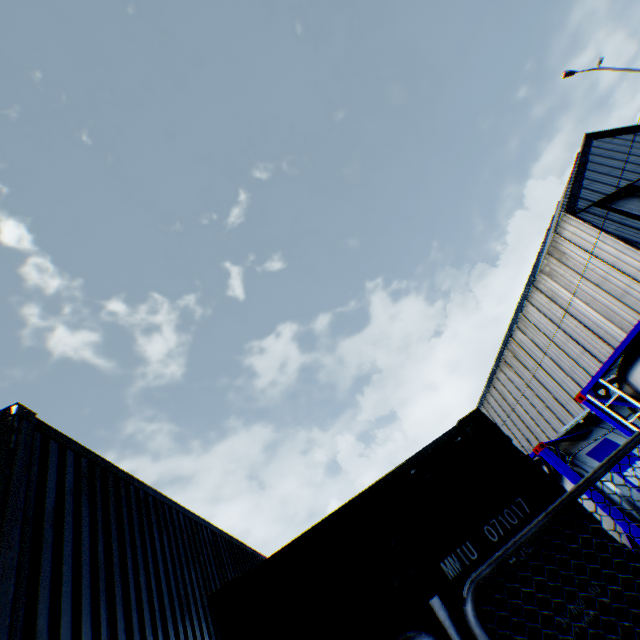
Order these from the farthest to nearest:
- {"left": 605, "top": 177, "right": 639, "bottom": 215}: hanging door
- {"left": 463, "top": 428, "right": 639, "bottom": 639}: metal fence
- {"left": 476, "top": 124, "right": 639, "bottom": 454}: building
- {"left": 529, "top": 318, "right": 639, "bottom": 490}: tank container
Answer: {"left": 605, "top": 177, "right": 639, "bottom": 215}: hanging door < {"left": 476, "top": 124, "right": 639, "bottom": 454}: building < {"left": 529, "top": 318, "right": 639, "bottom": 490}: tank container < {"left": 463, "top": 428, "right": 639, "bottom": 639}: metal fence

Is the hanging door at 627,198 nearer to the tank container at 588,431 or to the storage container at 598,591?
the tank container at 588,431

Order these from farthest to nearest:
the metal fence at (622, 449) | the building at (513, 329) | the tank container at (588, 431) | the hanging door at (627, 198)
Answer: the hanging door at (627, 198)
the building at (513, 329)
the tank container at (588, 431)
the metal fence at (622, 449)

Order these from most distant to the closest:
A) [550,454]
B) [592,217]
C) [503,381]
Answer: [503,381] → [592,217] → [550,454]

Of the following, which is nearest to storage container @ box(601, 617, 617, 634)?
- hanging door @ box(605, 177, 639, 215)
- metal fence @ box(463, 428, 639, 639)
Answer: metal fence @ box(463, 428, 639, 639)

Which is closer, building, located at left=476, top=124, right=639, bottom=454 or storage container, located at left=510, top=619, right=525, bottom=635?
storage container, located at left=510, top=619, right=525, bottom=635

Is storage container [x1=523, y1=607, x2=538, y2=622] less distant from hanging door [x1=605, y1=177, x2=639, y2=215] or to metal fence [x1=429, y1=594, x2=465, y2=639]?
metal fence [x1=429, y1=594, x2=465, y2=639]
